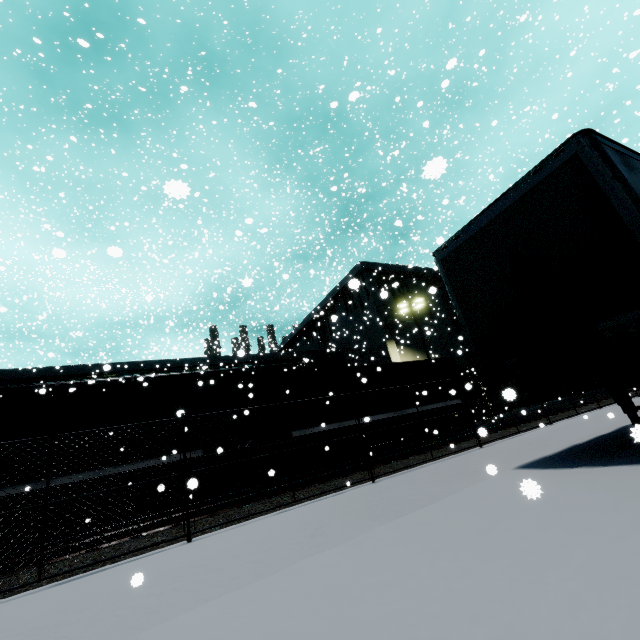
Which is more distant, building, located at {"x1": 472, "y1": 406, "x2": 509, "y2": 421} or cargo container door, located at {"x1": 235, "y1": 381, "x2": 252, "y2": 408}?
building, located at {"x1": 472, "y1": 406, "x2": 509, "y2": 421}

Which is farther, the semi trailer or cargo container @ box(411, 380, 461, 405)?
cargo container @ box(411, 380, 461, 405)

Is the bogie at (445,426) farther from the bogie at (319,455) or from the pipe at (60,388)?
the bogie at (319,455)

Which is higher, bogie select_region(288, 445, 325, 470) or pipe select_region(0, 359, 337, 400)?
pipe select_region(0, 359, 337, 400)

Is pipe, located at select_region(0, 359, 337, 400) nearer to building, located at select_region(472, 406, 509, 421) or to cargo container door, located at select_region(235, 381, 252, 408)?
building, located at select_region(472, 406, 509, 421)

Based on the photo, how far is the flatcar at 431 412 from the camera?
16.03m

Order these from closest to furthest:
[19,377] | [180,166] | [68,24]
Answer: [180,166]
[19,377]
[68,24]

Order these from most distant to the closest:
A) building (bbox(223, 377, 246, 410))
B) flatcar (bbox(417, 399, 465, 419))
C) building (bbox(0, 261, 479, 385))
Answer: building (bbox(0, 261, 479, 385))
building (bbox(223, 377, 246, 410))
flatcar (bbox(417, 399, 465, 419))
